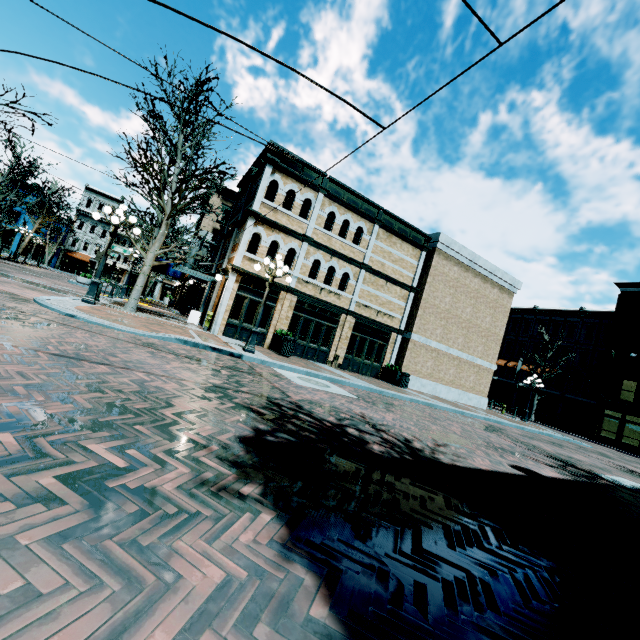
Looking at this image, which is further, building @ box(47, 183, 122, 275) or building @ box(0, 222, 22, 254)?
building @ box(47, 183, 122, 275)

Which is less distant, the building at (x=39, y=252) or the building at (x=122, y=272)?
the building at (x=39, y=252)

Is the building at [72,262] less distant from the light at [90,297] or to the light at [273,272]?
the light at [90,297]

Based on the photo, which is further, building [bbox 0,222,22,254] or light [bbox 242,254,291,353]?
building [bbox 0,222,22,254]

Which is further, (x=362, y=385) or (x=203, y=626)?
(x=362, y=385)

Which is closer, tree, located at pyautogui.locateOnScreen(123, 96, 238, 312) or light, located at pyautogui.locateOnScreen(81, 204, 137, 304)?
light, located at pyautogui.locateOnScreen(81, 204, 137, 304)

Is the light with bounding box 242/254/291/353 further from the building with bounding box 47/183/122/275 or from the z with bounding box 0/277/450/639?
the building with bounding box 47/183/122/275

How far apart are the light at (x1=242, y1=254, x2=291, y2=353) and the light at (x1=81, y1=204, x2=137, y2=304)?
4.4 meters
